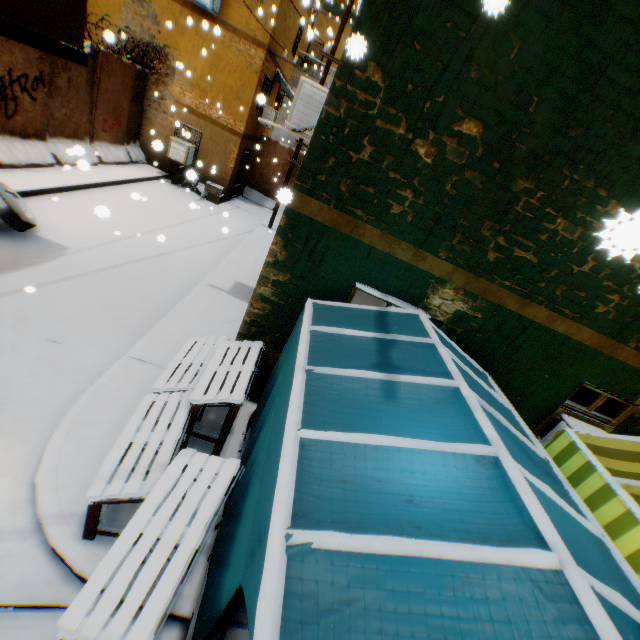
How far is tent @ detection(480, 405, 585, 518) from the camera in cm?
262

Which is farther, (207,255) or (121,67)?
(121,67)

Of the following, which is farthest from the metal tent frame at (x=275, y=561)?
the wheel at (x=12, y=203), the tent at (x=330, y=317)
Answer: the wheel at (x=12, y=203)

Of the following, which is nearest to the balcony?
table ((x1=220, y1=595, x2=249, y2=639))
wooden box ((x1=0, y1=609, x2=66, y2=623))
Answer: table ((x1=220, y1=595, x2=249, y2=639))

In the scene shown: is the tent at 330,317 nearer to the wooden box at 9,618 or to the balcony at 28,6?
the balcony at 28,6

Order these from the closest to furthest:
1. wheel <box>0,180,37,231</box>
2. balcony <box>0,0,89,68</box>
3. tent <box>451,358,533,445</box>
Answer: tent <box>451,358,533,445</box> < balcony <box>0,0,89,68</box> < wheel <box>0,180,37,231</box>

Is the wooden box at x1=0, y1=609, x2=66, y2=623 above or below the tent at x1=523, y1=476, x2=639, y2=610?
below
